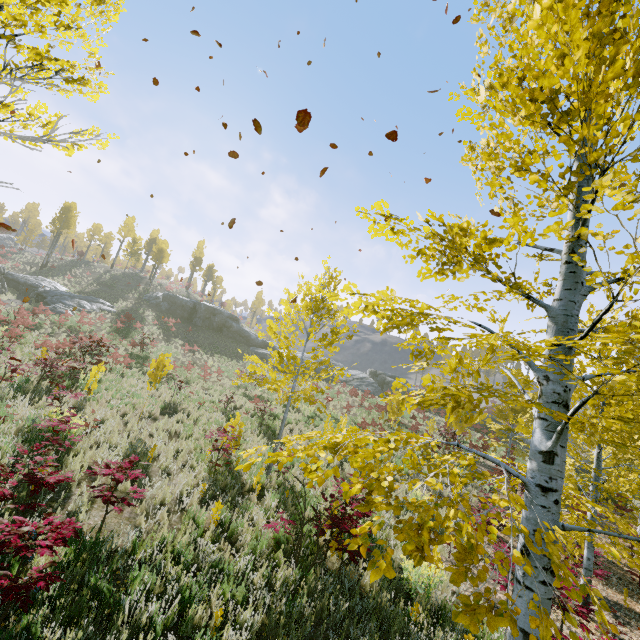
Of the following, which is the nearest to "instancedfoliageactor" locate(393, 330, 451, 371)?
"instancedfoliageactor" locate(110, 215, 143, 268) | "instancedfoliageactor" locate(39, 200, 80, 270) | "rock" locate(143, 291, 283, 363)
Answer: "rock" locate(143, 291, 283, 363)

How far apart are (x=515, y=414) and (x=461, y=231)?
21.4m

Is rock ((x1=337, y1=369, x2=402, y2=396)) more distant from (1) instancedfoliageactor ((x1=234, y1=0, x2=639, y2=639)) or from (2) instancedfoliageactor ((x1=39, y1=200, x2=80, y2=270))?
(2) instancedfoliageactor ((x1=39, y1=200, x2=80, y2=270))

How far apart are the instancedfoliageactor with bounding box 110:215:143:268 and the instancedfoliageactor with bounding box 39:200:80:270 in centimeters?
931cm

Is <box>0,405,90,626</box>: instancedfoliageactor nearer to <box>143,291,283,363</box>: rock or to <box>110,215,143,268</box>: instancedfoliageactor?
<box>143,291,283,363</box>: rock

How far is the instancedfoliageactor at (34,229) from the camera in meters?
53.8

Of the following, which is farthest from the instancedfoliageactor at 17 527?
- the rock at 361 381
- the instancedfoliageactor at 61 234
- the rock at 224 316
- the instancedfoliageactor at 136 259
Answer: the instancedfoliageactor at 136 259

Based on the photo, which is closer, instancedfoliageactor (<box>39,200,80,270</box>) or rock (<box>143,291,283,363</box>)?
rock (<box>143,291,283,363</box>)
